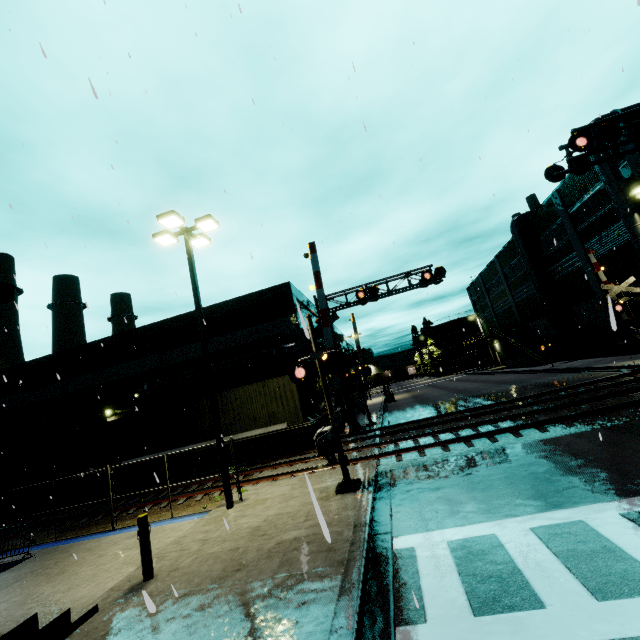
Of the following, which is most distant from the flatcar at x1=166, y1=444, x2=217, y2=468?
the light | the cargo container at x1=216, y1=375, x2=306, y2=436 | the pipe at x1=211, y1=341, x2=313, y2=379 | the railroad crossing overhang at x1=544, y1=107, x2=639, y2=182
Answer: the railroad crossing overhang at x1=544, y1=107, x2=639, y2=182

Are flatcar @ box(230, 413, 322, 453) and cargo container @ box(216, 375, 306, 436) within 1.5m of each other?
yes

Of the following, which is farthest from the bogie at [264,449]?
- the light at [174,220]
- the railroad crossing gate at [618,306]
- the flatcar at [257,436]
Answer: the railroad crossing gate at [618,306]

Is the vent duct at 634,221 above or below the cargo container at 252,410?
above

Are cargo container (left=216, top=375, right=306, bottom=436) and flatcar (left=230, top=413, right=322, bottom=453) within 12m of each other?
yes

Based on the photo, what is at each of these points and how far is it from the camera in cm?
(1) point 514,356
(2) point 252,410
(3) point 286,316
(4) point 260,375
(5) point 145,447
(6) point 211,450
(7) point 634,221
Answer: (1) building, 4709
(2) cargo container, 1731
(3) building, 2267
(4) building, 2253
(5) cargo container, 1051
(6) flatcar, 1727
(7) vent duct, 2000

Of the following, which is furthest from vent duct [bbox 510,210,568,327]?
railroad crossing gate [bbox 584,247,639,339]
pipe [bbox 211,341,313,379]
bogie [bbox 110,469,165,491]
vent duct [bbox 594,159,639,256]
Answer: bogie [bbox 110,469,165,491]

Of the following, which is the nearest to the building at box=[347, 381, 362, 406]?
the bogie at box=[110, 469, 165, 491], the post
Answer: the post
